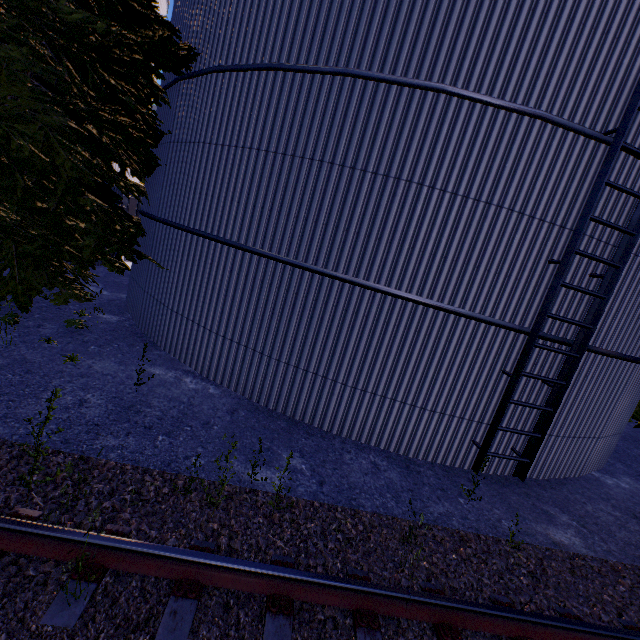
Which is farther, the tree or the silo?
the tree

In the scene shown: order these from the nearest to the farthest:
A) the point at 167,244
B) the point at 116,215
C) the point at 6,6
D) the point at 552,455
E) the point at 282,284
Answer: the point at 6,6 < the point at 282,284 < the point at 552,455 < the point at 167,244 < the point at 116,215

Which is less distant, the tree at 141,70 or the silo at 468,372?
the silo at 468,372
